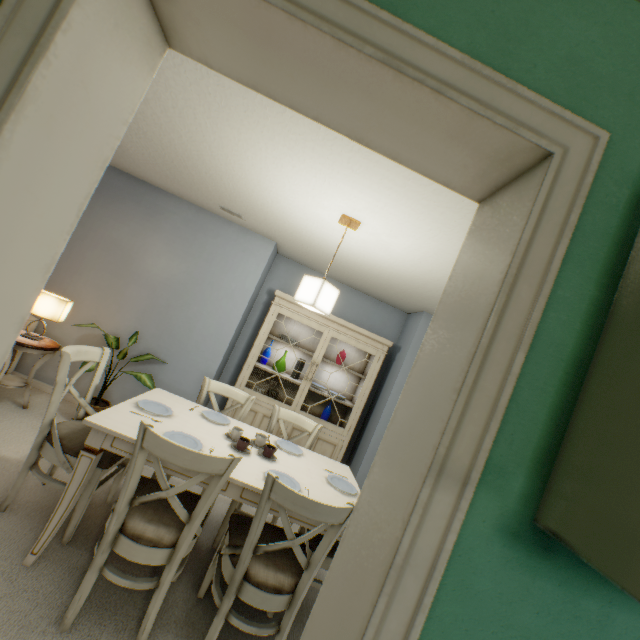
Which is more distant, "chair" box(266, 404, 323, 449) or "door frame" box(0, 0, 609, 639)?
"chair" box(266, 404, 323, 449)

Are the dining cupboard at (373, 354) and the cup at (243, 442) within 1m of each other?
no

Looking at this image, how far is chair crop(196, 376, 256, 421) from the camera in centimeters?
268cm

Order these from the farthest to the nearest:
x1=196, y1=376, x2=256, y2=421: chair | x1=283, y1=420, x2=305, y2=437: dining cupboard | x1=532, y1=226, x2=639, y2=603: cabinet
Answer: x1=283, y1=420, x2=305, y2=437: dining cupboard < x1=196, y1=376, x2=256, y2=421: chair < x1=532, y1=226, x2=639, y2=603: cabinet

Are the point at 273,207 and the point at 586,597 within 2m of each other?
no

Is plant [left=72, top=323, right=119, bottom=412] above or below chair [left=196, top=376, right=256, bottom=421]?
below

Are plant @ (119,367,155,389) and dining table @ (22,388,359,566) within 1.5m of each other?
yes

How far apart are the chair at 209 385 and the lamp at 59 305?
1.5m
